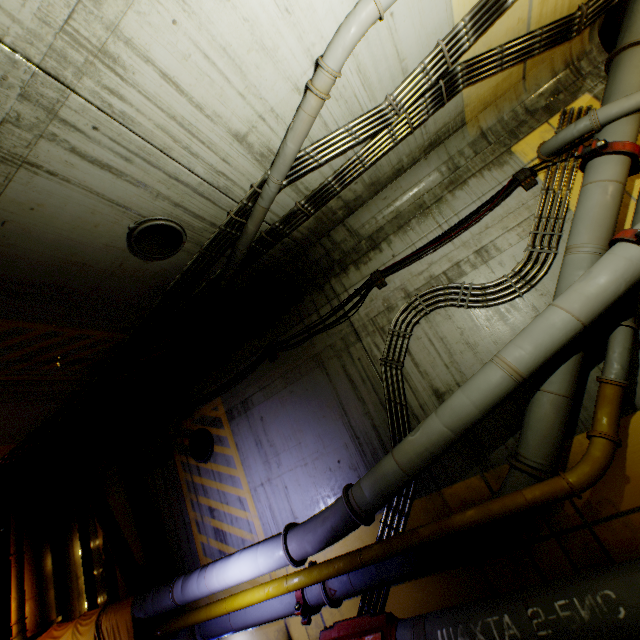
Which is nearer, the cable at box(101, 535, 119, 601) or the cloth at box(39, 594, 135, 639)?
the cloth at box(39, 594, 135, 639)

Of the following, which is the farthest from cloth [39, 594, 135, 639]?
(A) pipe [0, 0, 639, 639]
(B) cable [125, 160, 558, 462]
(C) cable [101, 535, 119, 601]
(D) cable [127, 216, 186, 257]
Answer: (D) cable [127, 216, 186, 257]

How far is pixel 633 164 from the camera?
4.5m

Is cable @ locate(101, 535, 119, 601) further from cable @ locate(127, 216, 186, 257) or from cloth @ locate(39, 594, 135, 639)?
cable @ locate(127, 216, 186, 257)

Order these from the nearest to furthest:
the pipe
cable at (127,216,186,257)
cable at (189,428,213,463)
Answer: the pipe
cable at (127,216,186,257)
cable at (189,428,213,463)

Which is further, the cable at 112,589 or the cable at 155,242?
the cable at 112,589

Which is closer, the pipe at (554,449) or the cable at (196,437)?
the pipe at (554,449)

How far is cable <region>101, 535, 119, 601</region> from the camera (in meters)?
8.63
